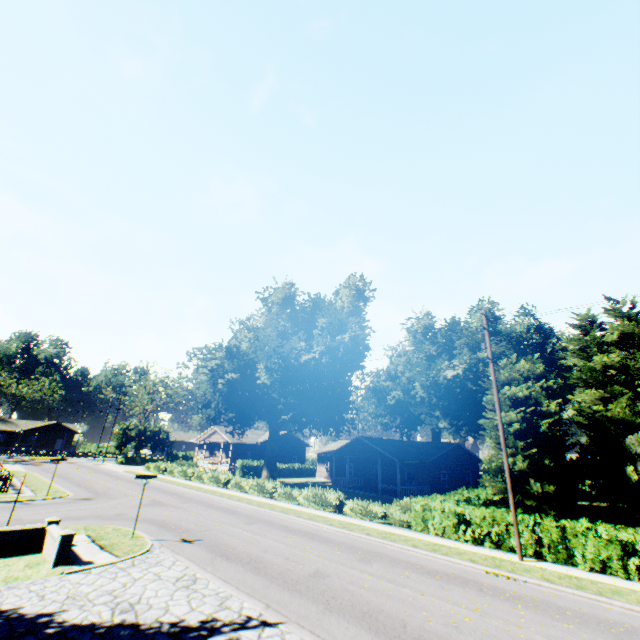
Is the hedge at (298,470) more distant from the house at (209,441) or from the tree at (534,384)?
the tree at (534,384)

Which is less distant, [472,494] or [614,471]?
[472,494]

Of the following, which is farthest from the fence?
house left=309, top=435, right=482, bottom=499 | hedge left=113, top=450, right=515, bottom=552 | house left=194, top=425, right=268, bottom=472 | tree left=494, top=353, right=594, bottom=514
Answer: tree left=494, top=353, right=594, bottom=514

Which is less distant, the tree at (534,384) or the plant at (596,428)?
the tree at (534,384)

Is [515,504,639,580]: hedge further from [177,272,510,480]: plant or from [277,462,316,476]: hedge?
[277,462,316,476]: hedge

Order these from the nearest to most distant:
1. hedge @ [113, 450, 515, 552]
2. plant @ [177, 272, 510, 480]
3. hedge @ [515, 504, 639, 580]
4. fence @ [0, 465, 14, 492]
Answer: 1. hedge @ [515, 504, 639, 580]
2. hedge @ [113, 450, 515, 552]
3. fence @ [0, 465, 14, 492]
4. plant @ [177, 272, 510, 480]

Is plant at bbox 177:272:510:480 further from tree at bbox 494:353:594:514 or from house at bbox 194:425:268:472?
tree at bbox 494:353:594:514

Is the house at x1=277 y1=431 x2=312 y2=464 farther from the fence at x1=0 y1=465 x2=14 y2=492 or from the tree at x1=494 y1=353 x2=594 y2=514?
the tree at x1=494 y1=353 x2=594 y2=514
